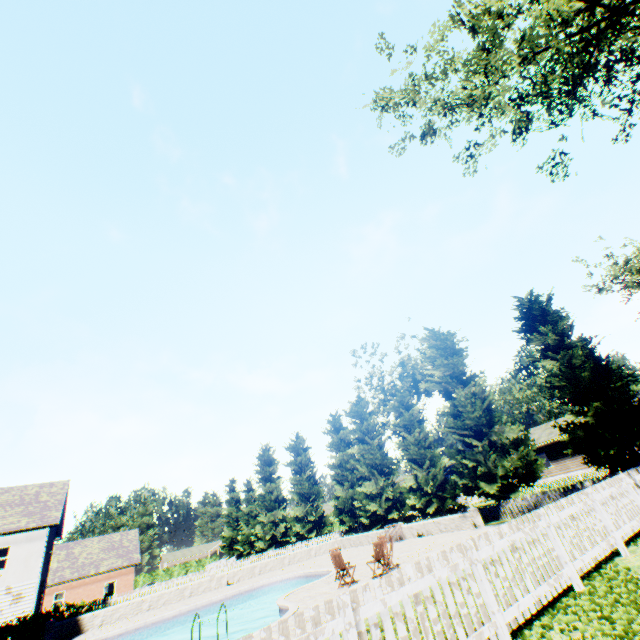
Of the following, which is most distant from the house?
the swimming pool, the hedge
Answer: the hedge

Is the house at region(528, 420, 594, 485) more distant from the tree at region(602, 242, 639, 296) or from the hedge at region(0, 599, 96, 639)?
the hedge at region(0, 599, 96, 639)

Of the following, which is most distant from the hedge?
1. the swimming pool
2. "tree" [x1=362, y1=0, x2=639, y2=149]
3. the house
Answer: the house

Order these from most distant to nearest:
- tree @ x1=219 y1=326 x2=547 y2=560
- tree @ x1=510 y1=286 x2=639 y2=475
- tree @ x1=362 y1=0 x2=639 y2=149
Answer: tree @ x1=219 y1=326 x2=547 y2=560 < tree @ x1=510 y1=286 x2=639 y2=475 < tree @ x1=362 y1=0 x2=639 y2=149

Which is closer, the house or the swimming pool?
the swimming pool

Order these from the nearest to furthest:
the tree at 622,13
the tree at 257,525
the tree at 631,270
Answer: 1. the tree at 622,13
2. the tree at 257,525
3. the tree at 631,270

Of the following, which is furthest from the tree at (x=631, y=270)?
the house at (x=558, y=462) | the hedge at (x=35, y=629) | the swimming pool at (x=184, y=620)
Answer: the hedge at (x=35, y=629)

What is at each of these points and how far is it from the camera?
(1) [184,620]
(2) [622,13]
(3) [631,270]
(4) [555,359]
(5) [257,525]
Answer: (1) swimming pool, 17.3 meters
(2) tree, 10.1 meters
(3) tree, 27.8 meters
(4) tree, 19.8 meters
(5) tree, 40.8 meters
